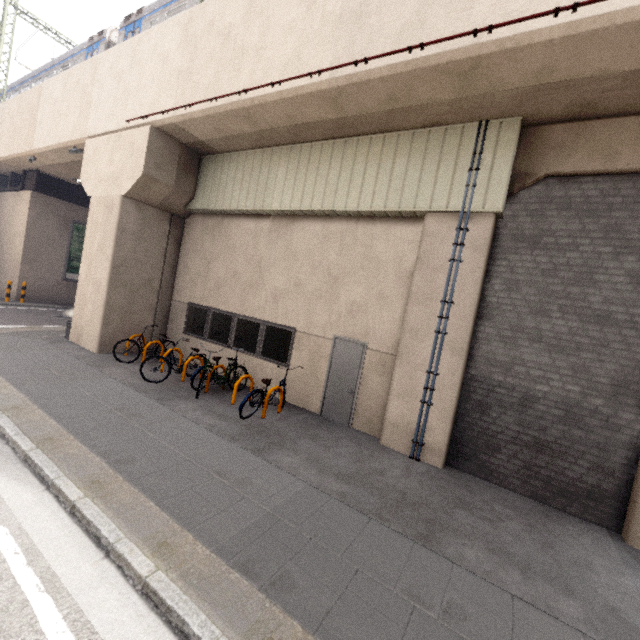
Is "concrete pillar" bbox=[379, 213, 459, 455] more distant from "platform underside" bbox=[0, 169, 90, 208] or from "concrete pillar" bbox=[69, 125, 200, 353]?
"platform underside" bbox=[0, 169, 90, 208]

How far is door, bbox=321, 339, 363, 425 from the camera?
7.89m

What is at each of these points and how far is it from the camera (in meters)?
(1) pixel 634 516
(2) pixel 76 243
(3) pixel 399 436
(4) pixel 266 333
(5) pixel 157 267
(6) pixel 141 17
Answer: (1) concrete pillar, 5.03
(2) sign, 18.95
(3) concrete pillar, 6.96
(4) window, 9.42
(5) concrete pillar, 11.25
(6) train, 12.13

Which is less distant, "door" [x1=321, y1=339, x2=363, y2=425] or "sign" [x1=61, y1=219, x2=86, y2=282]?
"door" [x1=321, y1=339, x2=363, y2=425]

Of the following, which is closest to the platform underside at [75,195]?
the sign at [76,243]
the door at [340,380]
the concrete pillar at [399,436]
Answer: the sign at [76,243]

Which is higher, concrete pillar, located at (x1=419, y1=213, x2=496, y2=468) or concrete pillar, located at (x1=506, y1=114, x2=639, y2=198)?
concrete pillar, located at (x1=506, y1=114, x2=639, y2=198)

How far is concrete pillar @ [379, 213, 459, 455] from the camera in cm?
672

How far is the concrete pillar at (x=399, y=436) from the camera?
6.7 meters
